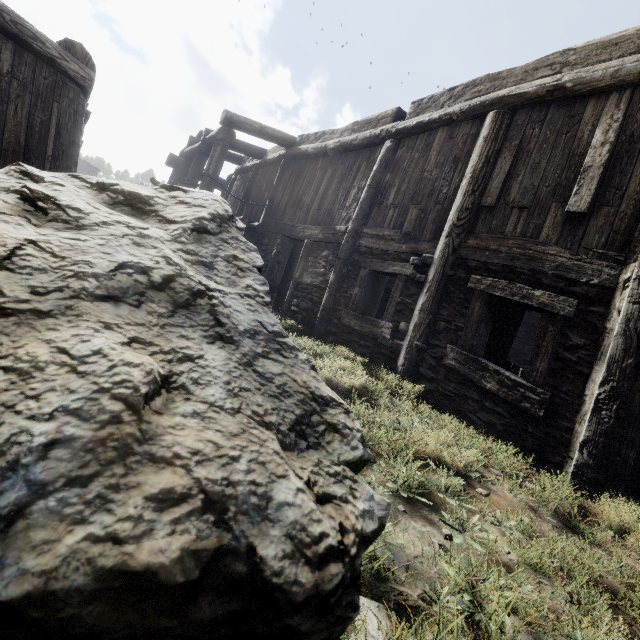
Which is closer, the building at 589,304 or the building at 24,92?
the building at 589,304

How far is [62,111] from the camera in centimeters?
491cm

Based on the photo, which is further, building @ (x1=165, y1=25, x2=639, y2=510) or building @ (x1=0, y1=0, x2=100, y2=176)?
building @ (x1=0, y1=0, x2=100, y2=176)
